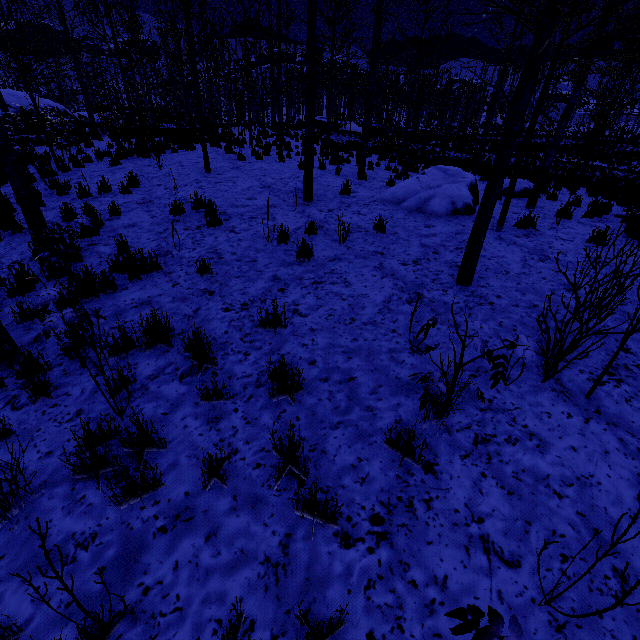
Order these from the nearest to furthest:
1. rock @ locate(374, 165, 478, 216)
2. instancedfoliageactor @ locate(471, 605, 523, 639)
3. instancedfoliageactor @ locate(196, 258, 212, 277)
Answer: instancedfoliageactor @ locate(471, 605, 523, 639) < instancedfoliageactor @ locate(196, 258, 212, 277) < rock @ locate(374, 165, 478, 216)

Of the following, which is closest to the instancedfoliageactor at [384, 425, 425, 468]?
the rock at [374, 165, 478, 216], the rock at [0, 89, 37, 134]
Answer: the rock at [374, 165, 478, 216]

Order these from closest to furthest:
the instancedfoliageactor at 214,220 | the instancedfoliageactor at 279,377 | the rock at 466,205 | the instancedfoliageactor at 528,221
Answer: the instancedfoliageactor at 279,377 → the instancedfoliageactor at 214,220 → the instancedfoliageactor at 528,221 → the rock at 466,205

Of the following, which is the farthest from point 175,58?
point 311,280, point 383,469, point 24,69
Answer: point 383,469

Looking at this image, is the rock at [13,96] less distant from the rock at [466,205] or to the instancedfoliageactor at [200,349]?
the instancedfoliageactor at [200,349]

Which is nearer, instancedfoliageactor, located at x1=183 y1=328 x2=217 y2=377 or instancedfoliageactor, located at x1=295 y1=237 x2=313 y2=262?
instancedfoliageactor, located at x1=183 y1=328 x2=217 y2=377
